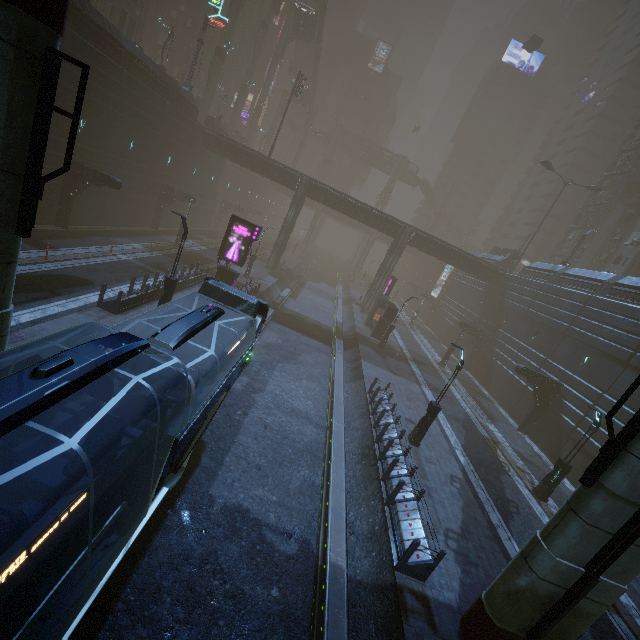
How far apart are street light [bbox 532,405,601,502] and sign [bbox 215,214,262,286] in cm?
2151

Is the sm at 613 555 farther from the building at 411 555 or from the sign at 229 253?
the sign at 229 253

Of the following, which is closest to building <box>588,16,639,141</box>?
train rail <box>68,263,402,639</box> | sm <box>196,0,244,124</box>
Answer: train rail <box>68,263,402,639</box>

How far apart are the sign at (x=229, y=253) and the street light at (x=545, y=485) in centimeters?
2151cm

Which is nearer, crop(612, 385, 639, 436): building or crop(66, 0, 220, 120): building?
crop(612, 385, 639, 436): building

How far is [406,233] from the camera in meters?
41.2

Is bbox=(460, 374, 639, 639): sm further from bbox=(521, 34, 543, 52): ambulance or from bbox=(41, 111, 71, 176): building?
bbox=(521, 34, 543, 52): ambulance

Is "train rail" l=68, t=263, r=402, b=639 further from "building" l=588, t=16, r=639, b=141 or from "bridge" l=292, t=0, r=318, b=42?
"bridge" l=292, t=0, r=318, b=42
